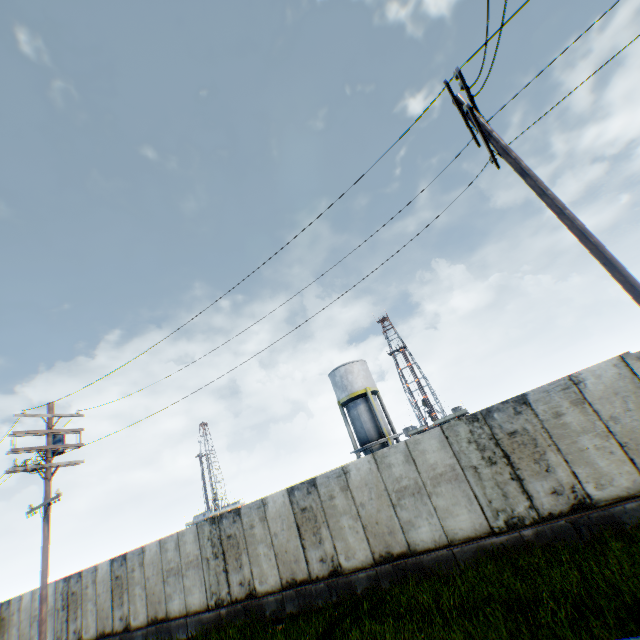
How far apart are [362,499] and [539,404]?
6.1m

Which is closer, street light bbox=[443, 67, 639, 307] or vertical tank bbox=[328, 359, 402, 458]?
street light bbox=[443, 67, 639, 307]

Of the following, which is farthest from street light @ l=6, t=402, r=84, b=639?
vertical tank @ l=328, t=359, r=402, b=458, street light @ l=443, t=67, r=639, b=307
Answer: vertical tank @ l=328, t=359, r=402, b=458

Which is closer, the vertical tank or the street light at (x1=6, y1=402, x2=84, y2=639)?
the street light at (x1=6, y1=402, x2=84, y2=639)

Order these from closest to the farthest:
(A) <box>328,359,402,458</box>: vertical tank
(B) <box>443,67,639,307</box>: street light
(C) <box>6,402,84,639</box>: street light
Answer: (B) <box>443,67,639,307</box>: street light, (C) <box>6,402,84,639</box>: street light, (A) <box>328,359,402,458</box>: vertical tank

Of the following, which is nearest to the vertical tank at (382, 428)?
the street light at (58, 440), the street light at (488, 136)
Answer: the street light at (58, 440)
